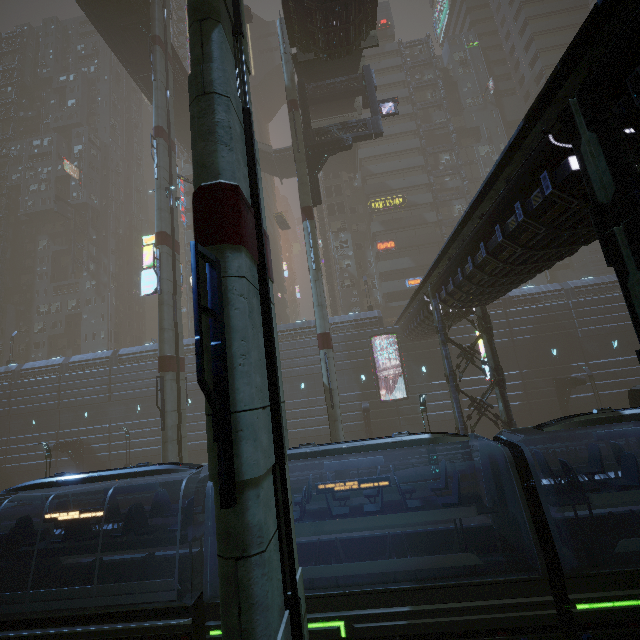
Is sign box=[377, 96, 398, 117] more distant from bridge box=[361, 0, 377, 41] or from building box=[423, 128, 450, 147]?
building box=[423, 128, 450, 147]

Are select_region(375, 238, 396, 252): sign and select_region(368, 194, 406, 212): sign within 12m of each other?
yes

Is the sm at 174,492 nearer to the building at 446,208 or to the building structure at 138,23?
the building structure at 138,23

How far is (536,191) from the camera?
8.4m

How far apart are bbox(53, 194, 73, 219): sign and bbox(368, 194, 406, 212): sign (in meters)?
48.33

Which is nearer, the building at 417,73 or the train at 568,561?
the train at 568,561

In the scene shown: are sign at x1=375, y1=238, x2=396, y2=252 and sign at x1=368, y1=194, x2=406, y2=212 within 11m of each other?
yes

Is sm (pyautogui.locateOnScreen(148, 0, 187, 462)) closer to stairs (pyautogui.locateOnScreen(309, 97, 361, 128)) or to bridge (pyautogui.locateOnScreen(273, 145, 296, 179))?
stairs (pyautogui.locateOnScreen(309, 97, 361, 128))
